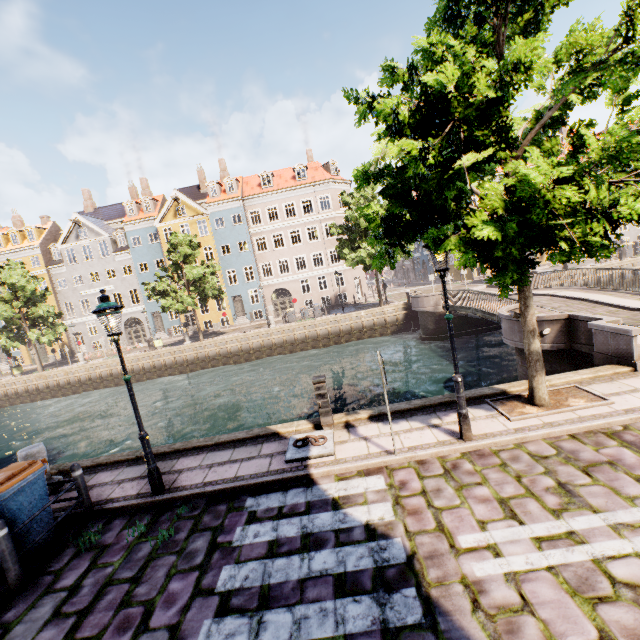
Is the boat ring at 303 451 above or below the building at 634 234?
below

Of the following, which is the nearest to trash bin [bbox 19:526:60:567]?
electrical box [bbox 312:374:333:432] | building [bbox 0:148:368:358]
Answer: electrical box [bbox 312:374:333:432]

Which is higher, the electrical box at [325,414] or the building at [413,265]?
the building at [413,265]

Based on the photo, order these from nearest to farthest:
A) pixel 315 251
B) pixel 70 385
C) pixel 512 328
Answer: pixel 512 328
pixel 70 385
pixel 315 251

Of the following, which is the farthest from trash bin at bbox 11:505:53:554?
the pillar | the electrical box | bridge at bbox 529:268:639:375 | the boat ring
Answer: bridge at bbox 529:268:639:375

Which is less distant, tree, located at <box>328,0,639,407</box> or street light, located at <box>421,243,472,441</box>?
tree, located at <box>328,0,639,407</box>

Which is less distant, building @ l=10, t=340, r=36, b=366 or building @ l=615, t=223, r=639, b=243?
building @ l=615, t=223, r=639, b=243

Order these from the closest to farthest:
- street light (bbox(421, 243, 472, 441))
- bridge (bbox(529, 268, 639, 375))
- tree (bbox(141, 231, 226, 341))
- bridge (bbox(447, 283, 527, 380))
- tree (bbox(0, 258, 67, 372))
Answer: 1. street light (bbox(421, 243, 472, 441))
2. bridge (bbox(529, 268, 639, 375))
3. bridge (bbox(447, 283, 527, 380))
4. tree (bbox(141, 231, 226, 341))
5. tree (bbox(0, 258, 67, 372))
